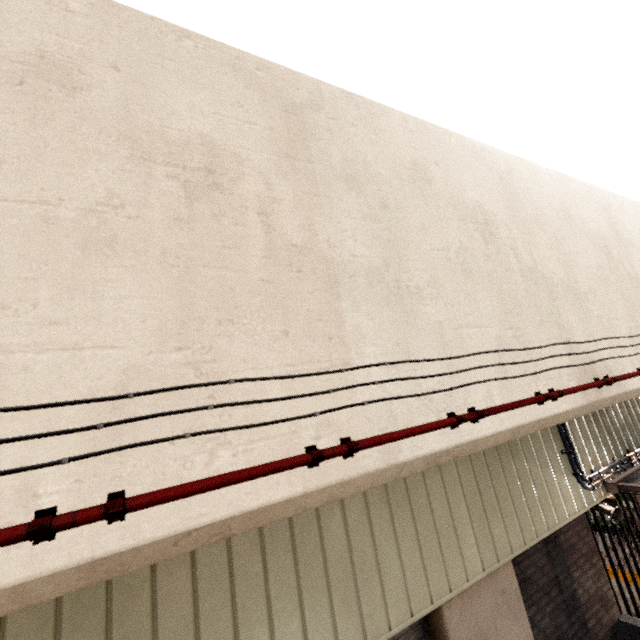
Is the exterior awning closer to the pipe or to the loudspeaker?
the loudspeaker

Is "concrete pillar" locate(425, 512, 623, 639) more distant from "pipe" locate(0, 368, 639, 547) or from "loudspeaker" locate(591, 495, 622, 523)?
"pipe" locate(0, 368, 639, 547)

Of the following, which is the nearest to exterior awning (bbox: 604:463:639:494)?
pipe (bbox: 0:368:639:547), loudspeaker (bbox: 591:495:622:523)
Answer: loudspeaker (bbox: 591:495:622:523)

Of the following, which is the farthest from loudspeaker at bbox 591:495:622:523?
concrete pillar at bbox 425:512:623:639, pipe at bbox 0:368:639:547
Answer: pipe at bbox 0:368:639:547

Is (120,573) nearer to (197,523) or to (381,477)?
(197,523)

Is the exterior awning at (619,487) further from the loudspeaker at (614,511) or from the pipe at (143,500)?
the pipe at (143,500)

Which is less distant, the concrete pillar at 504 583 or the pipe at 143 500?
the pipe at 143 500

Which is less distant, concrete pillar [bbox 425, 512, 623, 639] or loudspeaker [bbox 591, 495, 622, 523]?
concrete pillar [bbox 425, 512, 623, 639]
